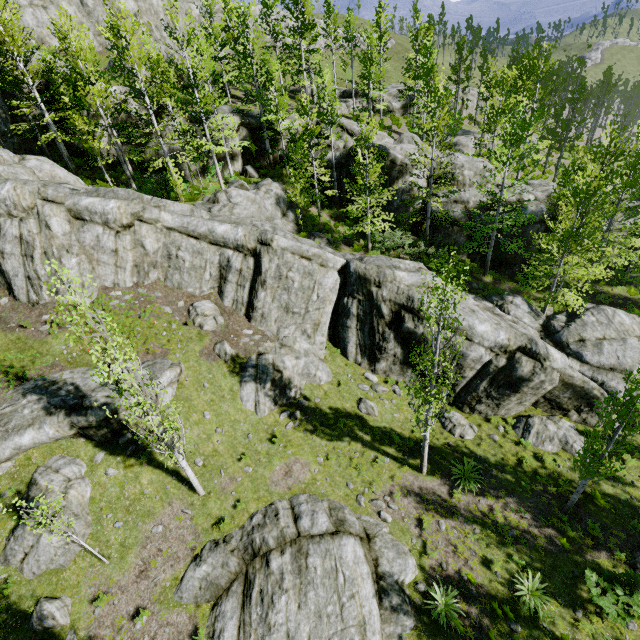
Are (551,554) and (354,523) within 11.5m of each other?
yes

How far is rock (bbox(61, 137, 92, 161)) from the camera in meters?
22.7

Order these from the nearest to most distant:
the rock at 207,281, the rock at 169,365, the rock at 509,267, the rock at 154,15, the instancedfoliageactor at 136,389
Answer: the instancedfoliageactor at 136,389
the rock at 169,365
the rock at 207,281
the rock at 509,267
the rock at 154,15

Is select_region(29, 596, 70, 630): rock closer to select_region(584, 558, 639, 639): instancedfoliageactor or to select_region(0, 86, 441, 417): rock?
select_region(0, 86, 441, 417): rock

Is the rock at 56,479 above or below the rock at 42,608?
above

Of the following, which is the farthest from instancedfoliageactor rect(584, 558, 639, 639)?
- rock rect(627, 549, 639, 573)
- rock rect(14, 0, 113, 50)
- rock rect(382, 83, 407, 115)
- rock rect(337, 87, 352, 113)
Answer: rock rect(382, 83, 407, 115)

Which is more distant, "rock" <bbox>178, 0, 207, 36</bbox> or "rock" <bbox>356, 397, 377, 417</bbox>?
"rock" <bbox>178, 0, 207, 36</bbox>
